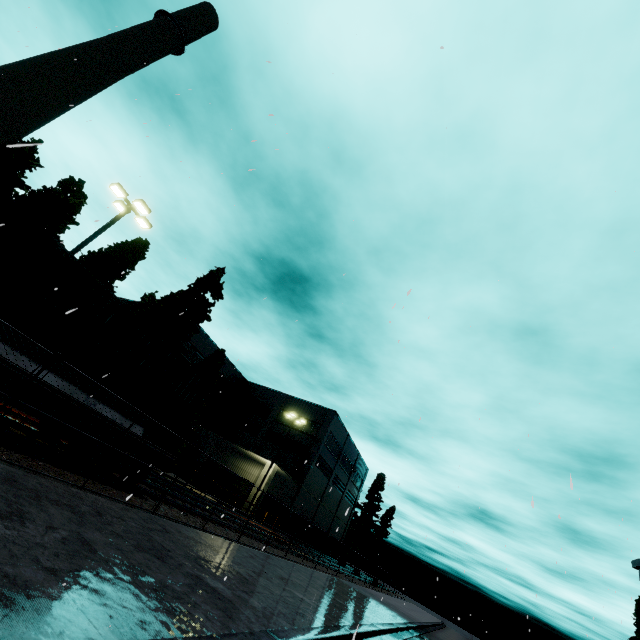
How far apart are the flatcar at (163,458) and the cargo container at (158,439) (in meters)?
0.02

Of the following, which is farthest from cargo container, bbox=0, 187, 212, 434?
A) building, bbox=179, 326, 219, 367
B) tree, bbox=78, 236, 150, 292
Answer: building, bbox=179, 326, 219, 367

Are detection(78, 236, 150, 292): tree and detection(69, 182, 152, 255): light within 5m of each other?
no

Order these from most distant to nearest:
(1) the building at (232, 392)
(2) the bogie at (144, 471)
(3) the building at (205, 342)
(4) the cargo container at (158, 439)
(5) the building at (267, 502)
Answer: (3) the building at (205, 342) → (1) the building at (232, 392) → (5) the building at (267, 502) → (4) the cargo container at (158, 439) → (2) the bogie at (144, 471)

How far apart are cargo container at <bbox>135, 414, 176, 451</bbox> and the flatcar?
0.0 meters

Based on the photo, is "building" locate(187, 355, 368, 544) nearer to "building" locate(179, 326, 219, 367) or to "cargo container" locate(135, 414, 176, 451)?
"cargo container" locate(135, 414, 176, 451)

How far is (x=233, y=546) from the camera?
11.3 meters

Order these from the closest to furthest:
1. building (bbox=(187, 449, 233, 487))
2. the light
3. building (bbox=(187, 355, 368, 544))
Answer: the light → building (bbox=(187, 449, 233, 487)) → building (bbox=(187, 355, 368, 544))
